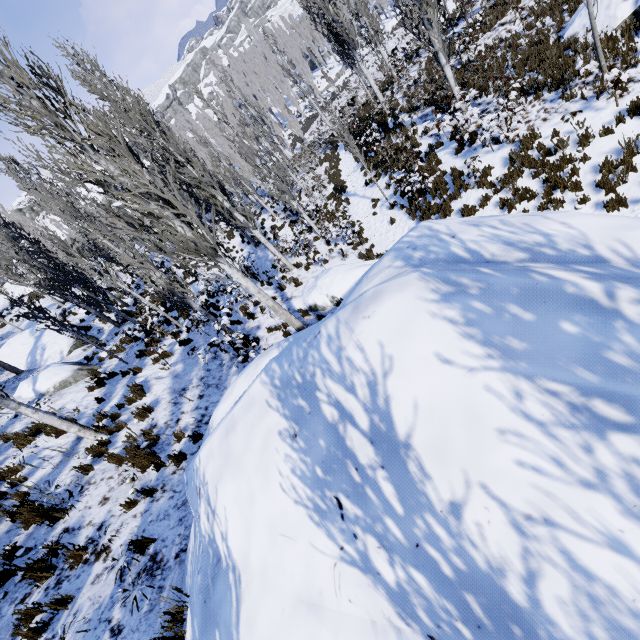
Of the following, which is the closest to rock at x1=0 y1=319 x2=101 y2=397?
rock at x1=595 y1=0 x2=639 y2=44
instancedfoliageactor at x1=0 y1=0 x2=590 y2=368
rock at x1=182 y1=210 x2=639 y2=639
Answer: instancedfoliageactor at x1=0 y1=0 x2=590 y2=368

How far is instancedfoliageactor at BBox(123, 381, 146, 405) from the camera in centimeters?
980cm

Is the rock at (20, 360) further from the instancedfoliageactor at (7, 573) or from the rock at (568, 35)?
the rock at (568, 35)

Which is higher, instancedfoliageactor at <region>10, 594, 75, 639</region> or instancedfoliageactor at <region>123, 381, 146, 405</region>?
instancedfoliageactor at <region>10, 594, 75, 639</region>

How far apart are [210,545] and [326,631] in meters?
1.9

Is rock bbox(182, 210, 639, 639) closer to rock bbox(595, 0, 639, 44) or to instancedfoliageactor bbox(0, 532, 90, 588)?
instancedfoliageactor bbox(0, 532, 90, 588)

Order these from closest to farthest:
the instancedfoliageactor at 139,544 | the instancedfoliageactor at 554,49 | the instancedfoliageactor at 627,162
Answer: the instancedfoliageactor at 139,544, the instancedfoliageactor at 627,162, the instancedfoliageactor at 554,49
